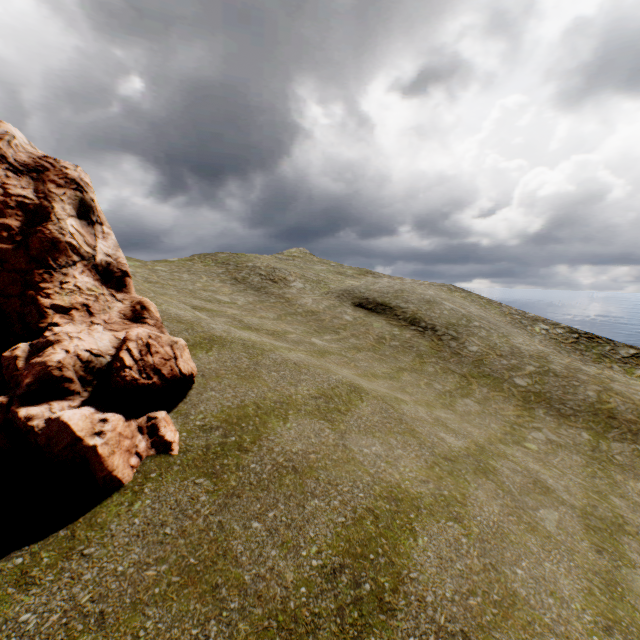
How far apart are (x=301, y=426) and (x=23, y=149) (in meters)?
10.31
